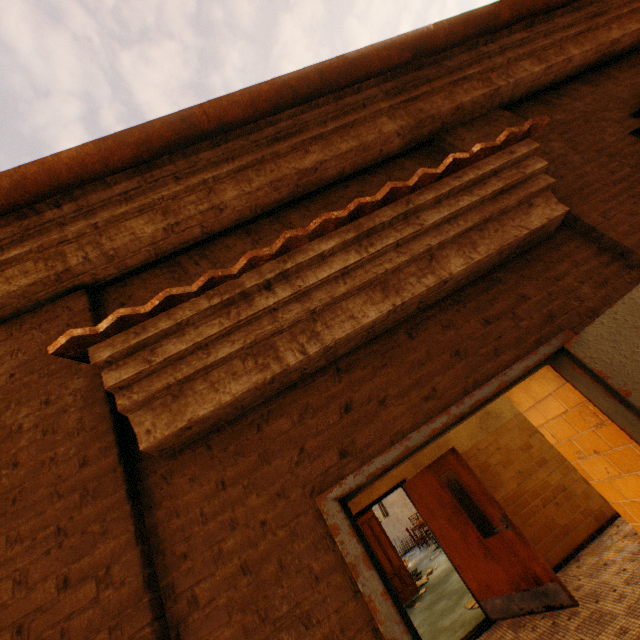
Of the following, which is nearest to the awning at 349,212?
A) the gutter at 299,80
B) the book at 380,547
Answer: the gutter at 299,80

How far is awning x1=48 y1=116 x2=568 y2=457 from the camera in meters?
1.6 m

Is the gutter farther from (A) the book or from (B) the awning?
(A) the book

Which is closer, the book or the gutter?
the gutter

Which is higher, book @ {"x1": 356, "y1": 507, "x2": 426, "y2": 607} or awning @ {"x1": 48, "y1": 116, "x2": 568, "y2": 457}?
awning @ {"x1": 48, "y1": 116, "x2": 568, "y2": 457}

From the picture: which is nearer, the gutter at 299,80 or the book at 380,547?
the gutter at 299,80

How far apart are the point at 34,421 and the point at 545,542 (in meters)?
6.82
